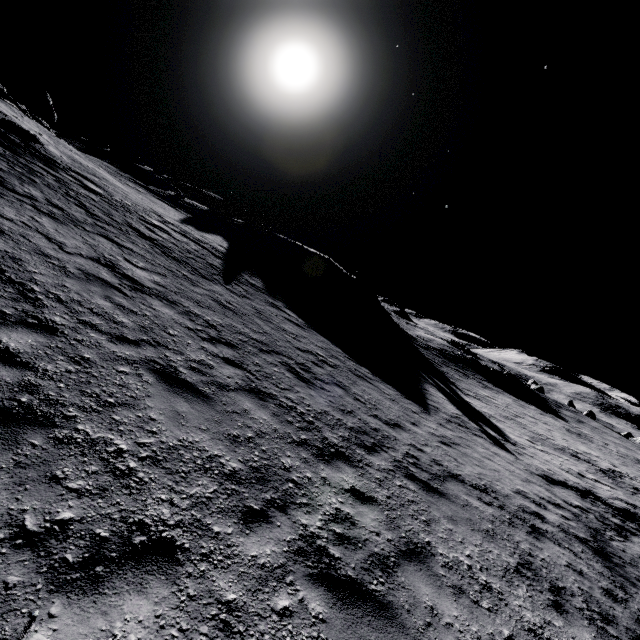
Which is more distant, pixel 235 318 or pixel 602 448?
pixel 602 448

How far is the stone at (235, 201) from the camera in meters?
40.8 m

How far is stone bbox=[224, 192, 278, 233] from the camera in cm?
4075
